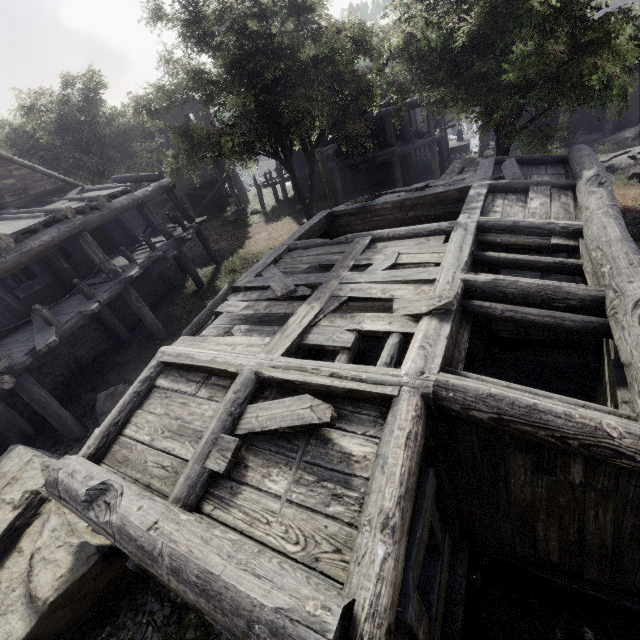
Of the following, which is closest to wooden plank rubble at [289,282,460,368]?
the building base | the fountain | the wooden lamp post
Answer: the wooden lamp post

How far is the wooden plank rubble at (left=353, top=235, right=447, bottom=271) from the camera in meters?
5.9

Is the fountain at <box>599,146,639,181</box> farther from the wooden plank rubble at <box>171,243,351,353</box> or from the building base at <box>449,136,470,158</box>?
the building base at <box>449,136,470,158</box>

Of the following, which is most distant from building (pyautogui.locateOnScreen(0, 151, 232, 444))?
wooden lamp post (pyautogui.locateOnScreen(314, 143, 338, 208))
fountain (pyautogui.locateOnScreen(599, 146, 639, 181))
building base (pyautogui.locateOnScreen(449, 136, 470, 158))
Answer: fountain (pyautogui.locateOnScreen(599, 146, 639, 181))

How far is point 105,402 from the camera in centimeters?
962cm

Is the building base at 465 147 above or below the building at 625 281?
below

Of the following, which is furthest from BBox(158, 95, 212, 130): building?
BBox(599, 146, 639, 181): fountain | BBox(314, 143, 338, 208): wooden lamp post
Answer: BBox(599, 146, 639, 181): fountain

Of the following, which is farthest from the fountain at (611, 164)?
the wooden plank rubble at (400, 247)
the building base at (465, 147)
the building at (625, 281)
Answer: the building base at (465, 147)
